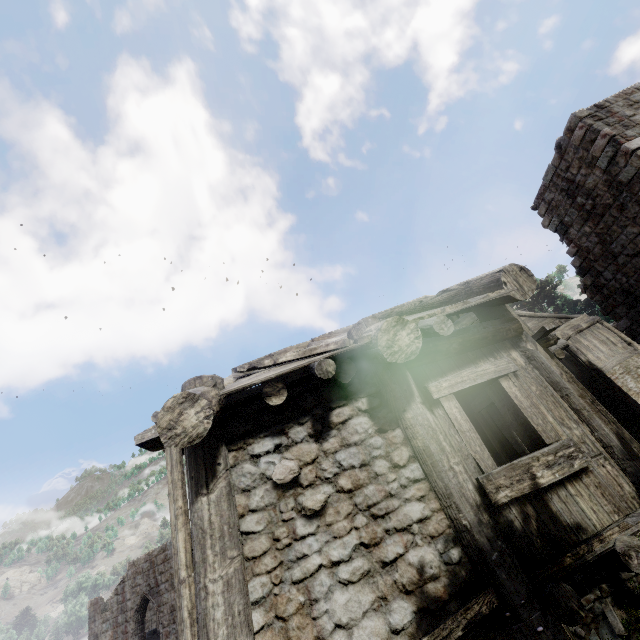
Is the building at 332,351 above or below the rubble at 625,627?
above

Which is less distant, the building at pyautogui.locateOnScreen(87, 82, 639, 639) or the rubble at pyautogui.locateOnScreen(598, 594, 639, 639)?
the building at pyautogui.locateOnScreen(87, 82, 639, 639)

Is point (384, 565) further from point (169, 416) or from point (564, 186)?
point (564, 186)

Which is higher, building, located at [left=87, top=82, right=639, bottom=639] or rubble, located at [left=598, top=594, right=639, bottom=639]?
building, located at [left=87, top=82, right=639, bottom=639]

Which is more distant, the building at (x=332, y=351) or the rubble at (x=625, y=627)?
the rubble at (x=625, y=627)
